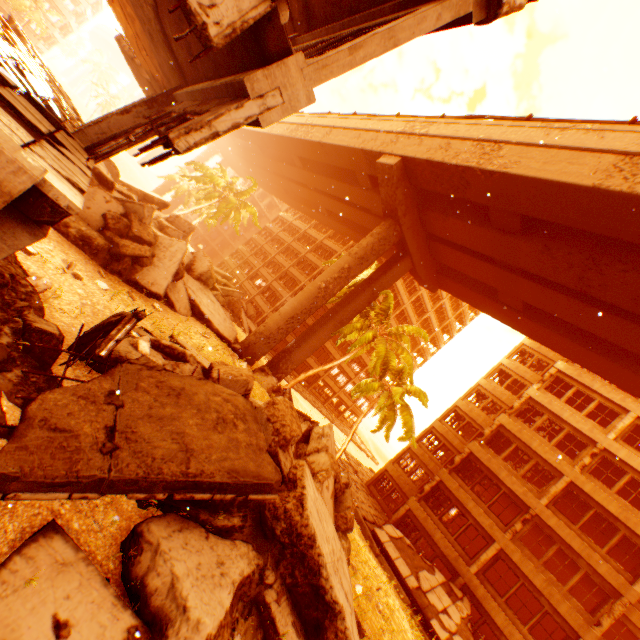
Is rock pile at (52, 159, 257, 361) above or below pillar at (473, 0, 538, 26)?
below

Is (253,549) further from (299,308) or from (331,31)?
(299,308)

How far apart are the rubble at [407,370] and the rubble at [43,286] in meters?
16.7

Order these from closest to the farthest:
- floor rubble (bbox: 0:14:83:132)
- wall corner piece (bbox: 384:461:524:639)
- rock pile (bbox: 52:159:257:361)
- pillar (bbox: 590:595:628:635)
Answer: floor rubble (bbox: 0:14:83:132), rock pile (bbox: 52:159:257:361), pillar (bbox: 590:595:628:635), wall corner piece (bbox: 384:461:524:639)

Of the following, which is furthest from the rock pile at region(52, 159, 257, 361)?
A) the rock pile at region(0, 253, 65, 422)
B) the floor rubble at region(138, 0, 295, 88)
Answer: the floor rubble at region(138, 0, 295, 88)

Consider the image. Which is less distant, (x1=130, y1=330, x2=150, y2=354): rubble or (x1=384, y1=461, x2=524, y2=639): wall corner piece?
(x1=130, y1=330, x2=150, y2=354): rubble

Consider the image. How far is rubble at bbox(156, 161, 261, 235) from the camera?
32.0m

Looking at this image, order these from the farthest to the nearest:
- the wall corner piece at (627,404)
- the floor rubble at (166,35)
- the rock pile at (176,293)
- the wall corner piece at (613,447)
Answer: the wall corner piece at (627,404), the wall corner piece at (613,447), the rock pile at (176,293), the floor rubble at (166,35)
